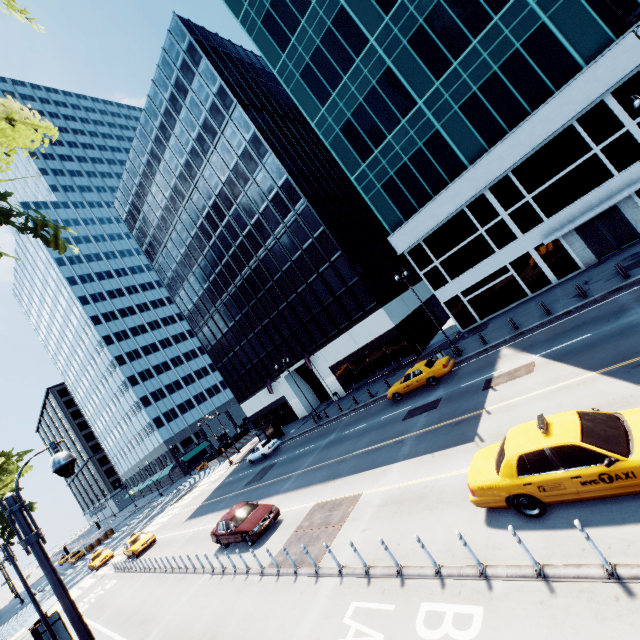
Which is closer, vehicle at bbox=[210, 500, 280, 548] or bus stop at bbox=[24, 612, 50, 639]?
vehicle at bbox=[210, 500, 280, 548]

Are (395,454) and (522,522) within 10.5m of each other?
yes

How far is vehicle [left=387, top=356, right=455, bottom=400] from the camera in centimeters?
2028cm

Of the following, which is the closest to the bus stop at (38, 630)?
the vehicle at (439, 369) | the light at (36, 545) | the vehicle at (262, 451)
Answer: the vehicle at (262, 451)

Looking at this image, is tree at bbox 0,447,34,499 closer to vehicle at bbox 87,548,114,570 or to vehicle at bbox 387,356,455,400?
vehicle at bbox 87,548,114,570

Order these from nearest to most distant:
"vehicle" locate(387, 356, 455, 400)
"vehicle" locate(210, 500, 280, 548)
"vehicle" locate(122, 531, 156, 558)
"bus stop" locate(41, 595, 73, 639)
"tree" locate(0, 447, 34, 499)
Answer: "vehicle" locate(210, 500, 280, 548)
"bus stop" locate(41, 595, 73, 639)
"vehicle" locate(387, 356, 455, 400)
"vehicle" locate(122, 531, 156, 558)
"tree" locate(0, 447, 34, 499)

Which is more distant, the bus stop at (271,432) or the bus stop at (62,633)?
the bus stop at (271,432)

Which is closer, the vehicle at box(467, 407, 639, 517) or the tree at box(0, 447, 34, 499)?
the vehicle at box(467, 407, 639, 517)
